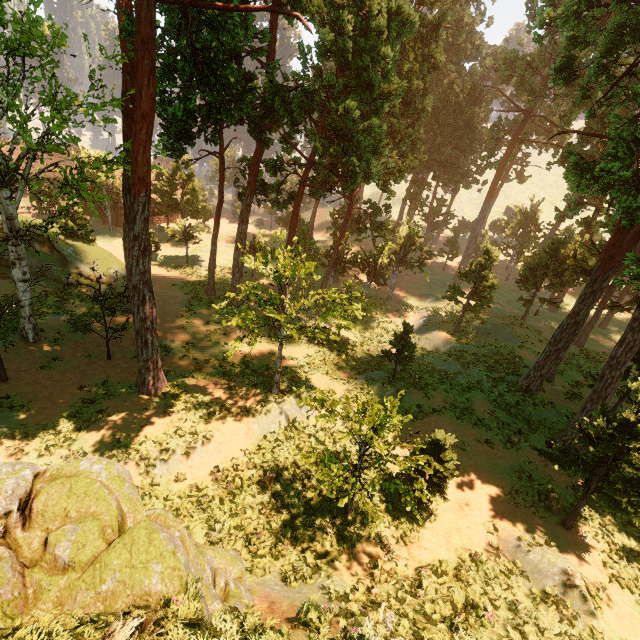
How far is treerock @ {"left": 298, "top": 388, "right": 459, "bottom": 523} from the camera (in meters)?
8.96

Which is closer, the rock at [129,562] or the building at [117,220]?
the rock at [129,562]

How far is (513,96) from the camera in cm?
5091

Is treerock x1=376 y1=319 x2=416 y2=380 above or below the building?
above

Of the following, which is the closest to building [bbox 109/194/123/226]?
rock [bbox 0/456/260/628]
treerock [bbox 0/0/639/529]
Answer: treerock [bbox 0/0/639/529]

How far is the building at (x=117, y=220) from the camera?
45.22m

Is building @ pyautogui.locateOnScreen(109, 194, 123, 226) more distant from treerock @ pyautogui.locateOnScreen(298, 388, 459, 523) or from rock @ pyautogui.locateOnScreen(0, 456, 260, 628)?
rock @ pyautogui.locateOnScreen(0, 456, 260, 628)
